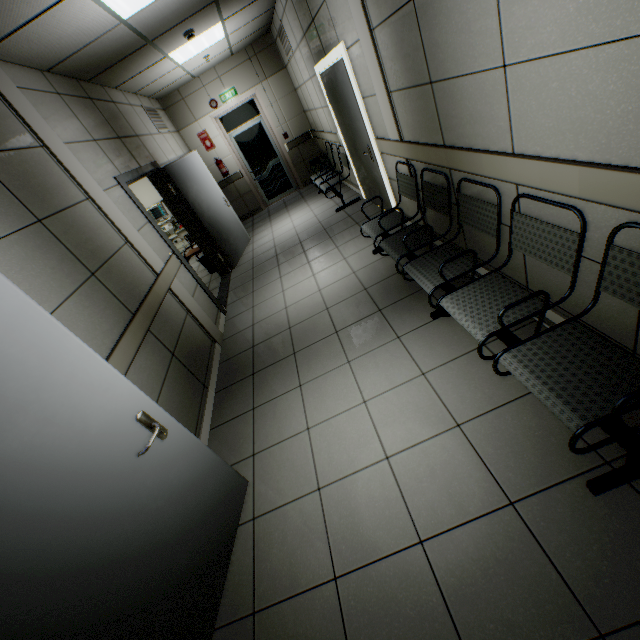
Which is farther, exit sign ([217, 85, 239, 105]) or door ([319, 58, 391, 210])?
exit sign ([217, 85, 239, 105])

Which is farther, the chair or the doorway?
the doorway

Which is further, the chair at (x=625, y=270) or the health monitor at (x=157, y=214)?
the health monitor at (x=157, y=214)

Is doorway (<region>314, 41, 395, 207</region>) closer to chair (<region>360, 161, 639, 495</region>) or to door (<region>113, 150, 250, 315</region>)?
chair (<region>360, 161, 639, 495</region>)

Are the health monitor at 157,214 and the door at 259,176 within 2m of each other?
no

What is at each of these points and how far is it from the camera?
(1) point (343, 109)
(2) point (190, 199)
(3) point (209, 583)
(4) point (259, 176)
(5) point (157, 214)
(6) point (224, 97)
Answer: (1) door, 4.61m
(2) door, 5.62m
(3) door, 1.81m
(4) door, 8.94m
(5) health monitor, 8.30m
(6) exit sign, 7.76m

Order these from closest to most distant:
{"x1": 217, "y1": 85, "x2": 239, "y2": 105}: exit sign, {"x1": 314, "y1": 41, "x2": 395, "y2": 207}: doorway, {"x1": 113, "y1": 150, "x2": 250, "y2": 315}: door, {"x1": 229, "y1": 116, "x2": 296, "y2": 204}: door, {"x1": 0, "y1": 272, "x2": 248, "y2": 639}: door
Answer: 1. {"x1": 0, "y1": 272, "x2": 248, "y2": 639}: door
2. {"x1": 314, "y1": 41, "x2": 395, "y2": 207}: doorway
3. {"x1": 113, "y1": 150, "x2": 250, "y2": 315}: door
4. {"x1": 217, "y1": 85, "x2": 239, "y2": 105}: exit sign
5. {"x1": 229, "y1": 116, "x2": 296, "y2": 204}: door

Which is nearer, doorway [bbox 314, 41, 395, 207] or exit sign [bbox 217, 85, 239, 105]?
doorway [bbox 314, 41, 395, 207]
